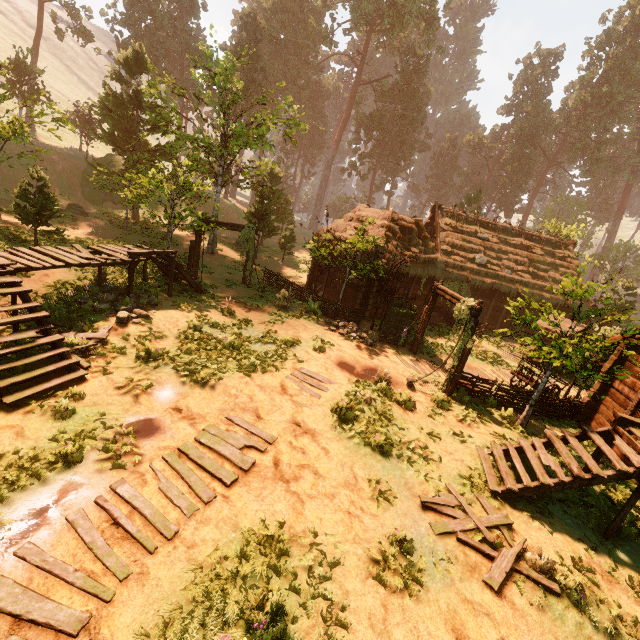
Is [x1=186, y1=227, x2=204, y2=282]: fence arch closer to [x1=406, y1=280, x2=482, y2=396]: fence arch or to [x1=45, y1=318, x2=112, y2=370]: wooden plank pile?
[x1=45, y1=318, x2=112, y2=370]: wooden plank pile

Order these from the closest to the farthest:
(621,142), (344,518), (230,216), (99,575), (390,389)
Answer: (99,575) → (344,518) → (390,389) → (230,216) → (621,142)

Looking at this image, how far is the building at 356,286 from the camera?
18.59m

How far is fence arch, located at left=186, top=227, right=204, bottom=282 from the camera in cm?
1678

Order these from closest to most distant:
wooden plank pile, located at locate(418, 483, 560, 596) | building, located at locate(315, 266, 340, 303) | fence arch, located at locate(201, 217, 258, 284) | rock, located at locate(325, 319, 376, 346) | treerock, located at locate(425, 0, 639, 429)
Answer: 1. wooden plank pile, located at locate(418, 483, 560, 596)
2. treerock, located at locate(425, 0, 639, 429)
3. rock, located at locate(325, 319, 376, 346)
4. fence arch, located at locate(201, 217, 258, 284)
5. building, located at locate(315, 266, 340, 303)

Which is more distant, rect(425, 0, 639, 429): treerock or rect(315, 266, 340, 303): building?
rect(315, 266, 340, 303): building
